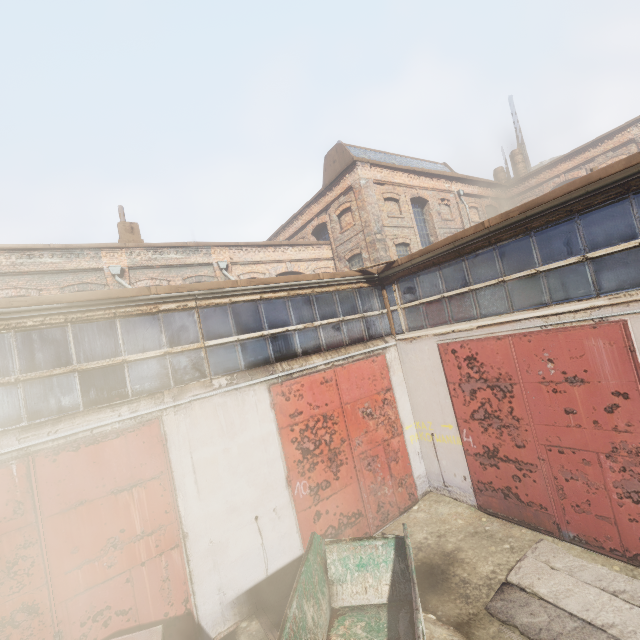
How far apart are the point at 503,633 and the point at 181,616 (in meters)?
5.41

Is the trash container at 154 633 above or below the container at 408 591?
above

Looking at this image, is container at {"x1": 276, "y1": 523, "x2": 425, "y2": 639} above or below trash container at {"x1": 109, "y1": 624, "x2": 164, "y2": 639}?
below
